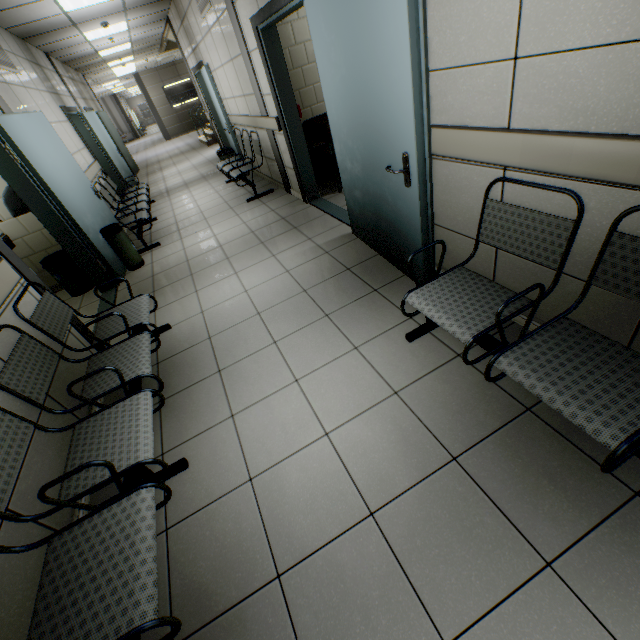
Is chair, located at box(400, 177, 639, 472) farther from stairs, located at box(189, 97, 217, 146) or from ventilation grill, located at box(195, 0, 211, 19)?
stairs, located at box(189, 97, 217, 146)

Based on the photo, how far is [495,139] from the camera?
1.67m

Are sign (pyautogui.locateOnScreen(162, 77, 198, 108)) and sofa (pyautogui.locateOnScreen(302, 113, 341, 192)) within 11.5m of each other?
no

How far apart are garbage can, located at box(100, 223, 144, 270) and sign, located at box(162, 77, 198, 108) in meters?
18.4

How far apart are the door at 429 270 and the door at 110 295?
2.83m

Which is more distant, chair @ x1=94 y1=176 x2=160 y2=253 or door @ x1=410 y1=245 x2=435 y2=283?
chair @ x1=94 y1=176 x2=160 y2=253

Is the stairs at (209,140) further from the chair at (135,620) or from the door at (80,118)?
the chair at (135,620)

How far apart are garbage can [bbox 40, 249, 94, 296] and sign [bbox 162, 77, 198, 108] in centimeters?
1867cm
